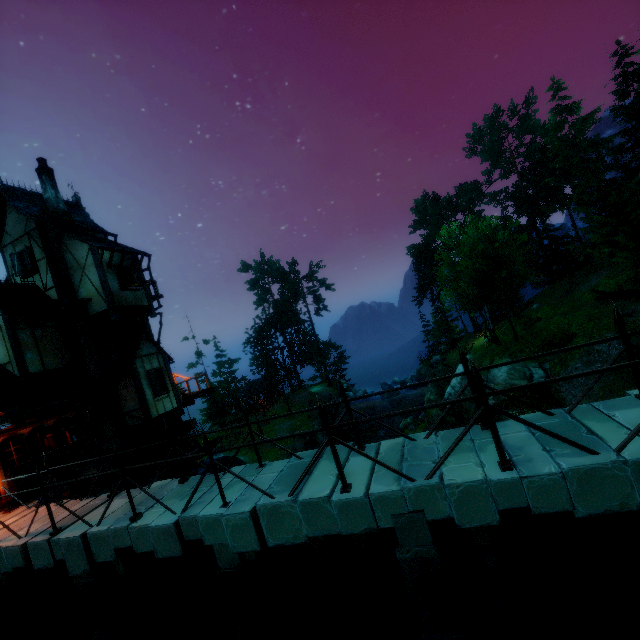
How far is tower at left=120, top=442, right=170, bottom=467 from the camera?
14.4m

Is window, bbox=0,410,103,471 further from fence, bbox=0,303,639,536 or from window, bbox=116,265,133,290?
window, bbox=116,265,133,290

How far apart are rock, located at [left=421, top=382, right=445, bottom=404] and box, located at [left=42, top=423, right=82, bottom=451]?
24.63m

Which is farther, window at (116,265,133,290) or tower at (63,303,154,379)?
window at (116,265,133,290)

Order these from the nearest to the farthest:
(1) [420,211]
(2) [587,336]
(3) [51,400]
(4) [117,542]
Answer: (4) [117,542] < (3) [51,400] < (2) [587,336] < (1) [420,211]

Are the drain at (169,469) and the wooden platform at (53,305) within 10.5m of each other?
yes

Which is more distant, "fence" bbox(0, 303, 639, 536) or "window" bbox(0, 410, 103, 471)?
"window" bbox(0, 410, 103, 471)

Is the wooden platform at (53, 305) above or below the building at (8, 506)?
above
